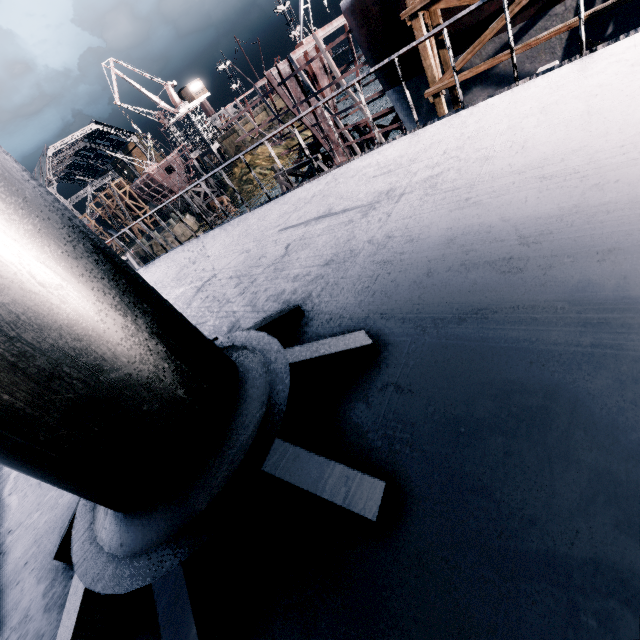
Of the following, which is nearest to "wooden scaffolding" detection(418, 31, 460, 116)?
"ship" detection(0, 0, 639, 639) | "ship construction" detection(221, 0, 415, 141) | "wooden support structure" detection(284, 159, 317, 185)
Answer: "ship construction" detection(221, 0, 415, 141)

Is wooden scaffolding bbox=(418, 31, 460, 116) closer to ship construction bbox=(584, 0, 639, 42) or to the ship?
ship construction bbox=(584, 0, 639, 42)

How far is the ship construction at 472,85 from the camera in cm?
1717

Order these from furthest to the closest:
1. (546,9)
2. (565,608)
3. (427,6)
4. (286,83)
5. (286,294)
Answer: (286,83), (546,9), (427,6), (286,294), (565,608)

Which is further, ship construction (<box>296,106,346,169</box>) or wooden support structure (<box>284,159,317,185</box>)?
wooden support structure (<box>284,159,317,185</box>)

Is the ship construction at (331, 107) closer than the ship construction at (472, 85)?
No

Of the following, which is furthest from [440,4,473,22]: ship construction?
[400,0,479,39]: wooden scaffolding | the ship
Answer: the ship
